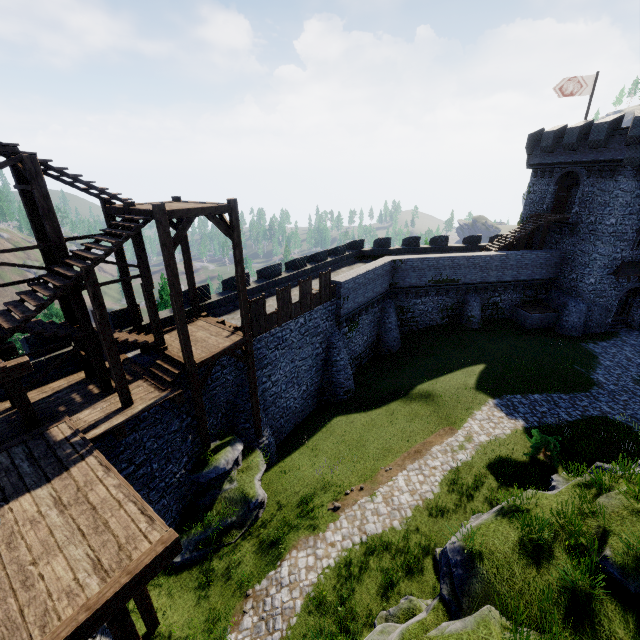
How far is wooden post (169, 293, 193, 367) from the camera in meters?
11.5

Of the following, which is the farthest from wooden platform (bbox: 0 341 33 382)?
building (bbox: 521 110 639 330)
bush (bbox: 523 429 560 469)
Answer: building (bbox: 521 110 639 330)

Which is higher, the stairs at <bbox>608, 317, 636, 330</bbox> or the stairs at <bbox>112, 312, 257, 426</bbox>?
the stairs at <bbox>112, 312, 257, 426</bbox>

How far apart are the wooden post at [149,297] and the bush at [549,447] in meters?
17.8

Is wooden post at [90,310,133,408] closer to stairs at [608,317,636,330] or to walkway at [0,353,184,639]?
walkway at [0,353,184,639]

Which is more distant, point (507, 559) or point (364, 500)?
point (364, 500)

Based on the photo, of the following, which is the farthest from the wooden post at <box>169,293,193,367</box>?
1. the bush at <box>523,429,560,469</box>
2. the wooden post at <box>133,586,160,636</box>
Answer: the bush at <box>523,429,560,469</box>

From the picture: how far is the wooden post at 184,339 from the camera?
11.49m
